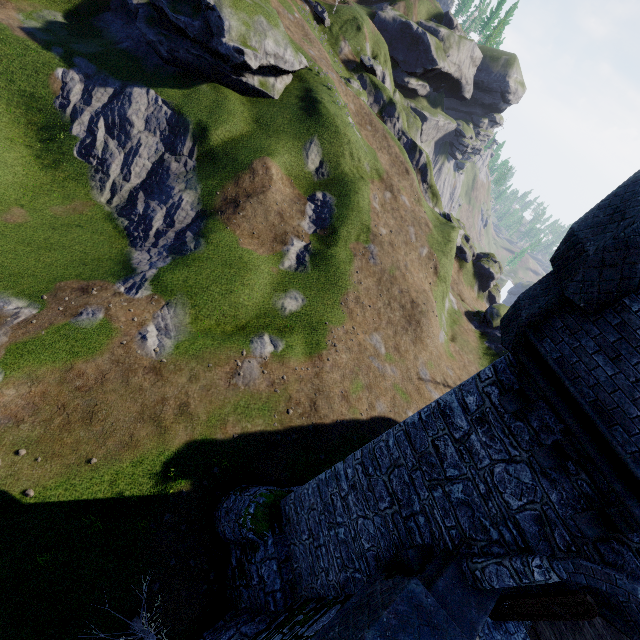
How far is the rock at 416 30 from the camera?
59.6m

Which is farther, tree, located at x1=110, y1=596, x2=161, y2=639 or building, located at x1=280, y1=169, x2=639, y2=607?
tree, located at x1=110, y1=596, x2=161, y2=639

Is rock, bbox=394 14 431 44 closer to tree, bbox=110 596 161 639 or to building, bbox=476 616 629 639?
building, bbox=476 616 629 639

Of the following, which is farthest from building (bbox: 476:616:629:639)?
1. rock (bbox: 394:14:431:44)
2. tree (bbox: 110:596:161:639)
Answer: rock (bbox: 394:14:431:44)

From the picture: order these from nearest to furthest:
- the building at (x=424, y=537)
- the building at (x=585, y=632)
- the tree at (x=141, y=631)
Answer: the building at (x=424, y=537), the building at (x=585, y=632), the tree at (x=141, y=631)

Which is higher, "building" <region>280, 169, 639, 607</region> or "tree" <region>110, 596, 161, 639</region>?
"building" <region>280, 169, 639, 607</region>

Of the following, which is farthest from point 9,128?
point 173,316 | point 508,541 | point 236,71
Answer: point 508,541
